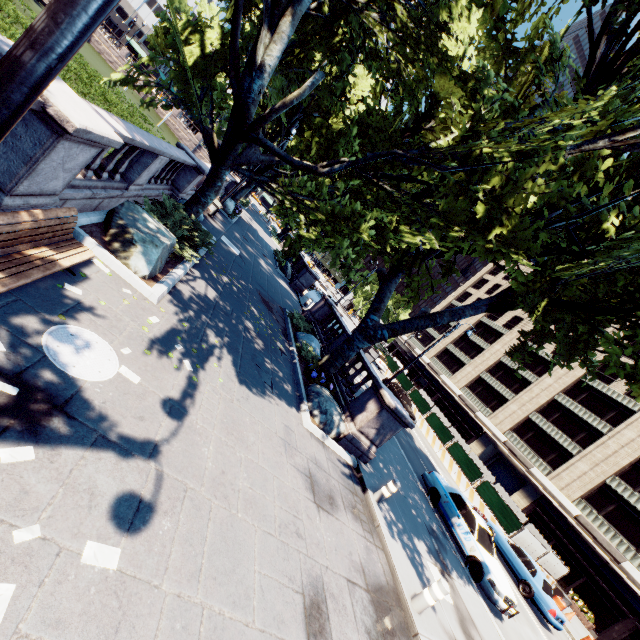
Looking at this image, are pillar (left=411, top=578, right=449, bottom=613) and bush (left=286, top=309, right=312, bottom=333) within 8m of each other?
no

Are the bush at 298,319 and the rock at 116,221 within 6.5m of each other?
no

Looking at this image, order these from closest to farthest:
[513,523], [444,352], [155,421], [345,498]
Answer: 1. [155,421]
2. [345,498]
3. [513,523]
4. [444,352]

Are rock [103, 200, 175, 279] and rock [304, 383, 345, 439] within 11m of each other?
yes

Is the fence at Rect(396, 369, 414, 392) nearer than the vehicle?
No

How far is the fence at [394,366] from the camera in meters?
39.5

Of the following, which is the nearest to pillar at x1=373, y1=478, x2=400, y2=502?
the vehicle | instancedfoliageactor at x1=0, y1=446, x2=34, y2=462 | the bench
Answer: instancedfoliageactor at x1=0, y1=446, x2=34, y2=462

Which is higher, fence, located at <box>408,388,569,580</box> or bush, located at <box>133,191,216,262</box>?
fence, located at <box>408,388,569,580</box>
